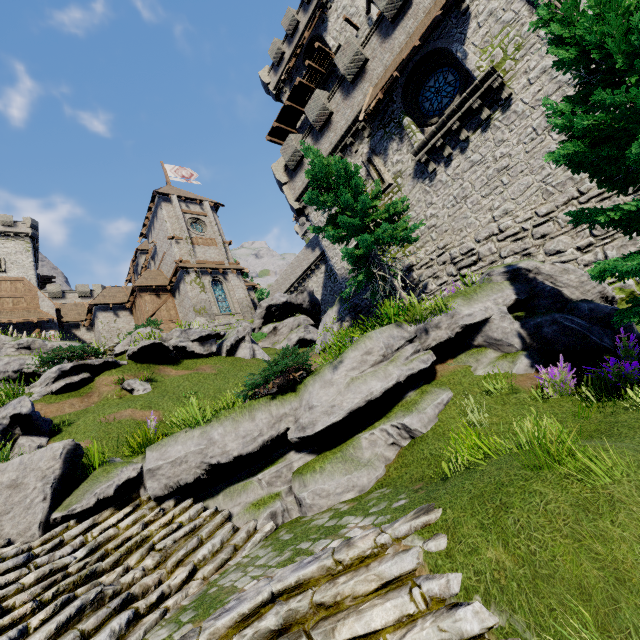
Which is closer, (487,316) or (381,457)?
(381,457)

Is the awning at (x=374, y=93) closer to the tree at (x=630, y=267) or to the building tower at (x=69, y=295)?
the tree at (x=630, y=267)

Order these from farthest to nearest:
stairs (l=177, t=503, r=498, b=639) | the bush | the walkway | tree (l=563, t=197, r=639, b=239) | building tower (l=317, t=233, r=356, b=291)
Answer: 1. the walkway
2. building tower (l=317, t=233, r=356, b=291)
3. the bush
4. tree (l=563, t=197, r=639, b=239)
5. stairs (l=177, t=503, r=498, b=639)

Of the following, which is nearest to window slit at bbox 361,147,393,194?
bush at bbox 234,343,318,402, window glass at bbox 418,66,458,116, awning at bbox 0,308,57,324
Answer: window glass at bbox 418,66,458,116

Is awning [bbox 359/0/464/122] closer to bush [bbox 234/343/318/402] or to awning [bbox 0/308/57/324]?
bush [bbox 234/343/318/402]

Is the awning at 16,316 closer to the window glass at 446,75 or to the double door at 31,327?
the double door at 31,327

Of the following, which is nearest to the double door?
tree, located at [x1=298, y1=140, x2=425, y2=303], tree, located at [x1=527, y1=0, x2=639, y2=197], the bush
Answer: tree, located at [x1=298, y1=140, x2=425, y2=303]

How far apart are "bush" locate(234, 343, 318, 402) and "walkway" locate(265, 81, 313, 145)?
25.9 meters
